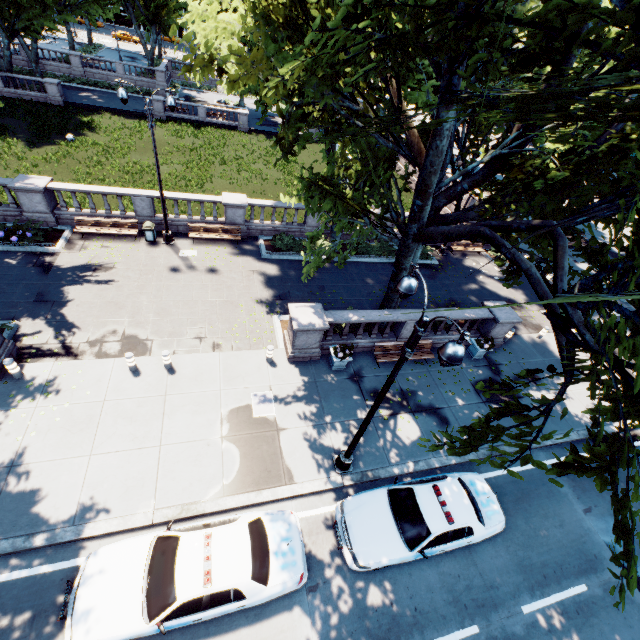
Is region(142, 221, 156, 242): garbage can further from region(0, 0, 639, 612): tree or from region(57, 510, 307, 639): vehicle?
region(57, 510, 307, 639): vehicle

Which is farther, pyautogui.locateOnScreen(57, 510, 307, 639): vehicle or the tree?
pyautogui.locateOnScreen(57, 510, 307, 639): vehicle

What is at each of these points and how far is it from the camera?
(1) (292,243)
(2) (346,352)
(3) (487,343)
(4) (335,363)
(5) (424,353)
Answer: (1) bush, 20.53m
(2) plant, 13.27m
(3) plant, 15.61m
(4) planter, 13.52m
(5) bench, 14.98m

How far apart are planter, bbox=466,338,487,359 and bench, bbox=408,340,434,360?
2.30m

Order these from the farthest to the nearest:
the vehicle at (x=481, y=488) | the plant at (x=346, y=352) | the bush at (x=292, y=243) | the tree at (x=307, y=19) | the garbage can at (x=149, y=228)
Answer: the bush at (x=292, y=243), the garbage can at (x=149, y=228), the plant at (x=346, y=352), the vehicle at (x=481, y=488), the tree at (x=307, y=19)

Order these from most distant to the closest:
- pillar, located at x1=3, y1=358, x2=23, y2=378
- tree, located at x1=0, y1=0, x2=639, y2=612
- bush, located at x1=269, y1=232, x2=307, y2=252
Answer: bush, located at x1=269, y1=232, x2=307, y2=252 → pillar, located at x1=3, y1=358, x2=23, y2=378 → tree, located at x1=0, y1=0, x2=639, y2=612

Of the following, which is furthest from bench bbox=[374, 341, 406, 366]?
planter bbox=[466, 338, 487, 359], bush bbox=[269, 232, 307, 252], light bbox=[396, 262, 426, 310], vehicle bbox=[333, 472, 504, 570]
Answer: bush bbox=[269, 232, 307, 252]

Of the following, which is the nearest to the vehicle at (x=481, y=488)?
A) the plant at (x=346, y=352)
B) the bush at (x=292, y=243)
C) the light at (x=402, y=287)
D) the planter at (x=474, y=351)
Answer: the light at (x=402, y=287)
